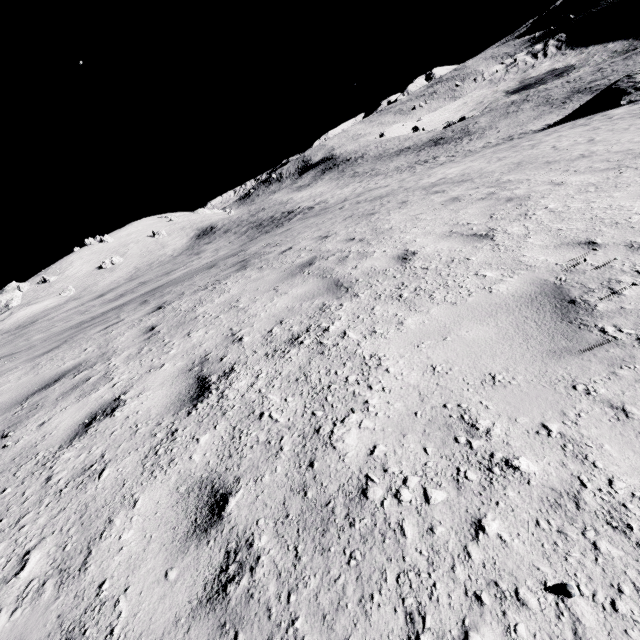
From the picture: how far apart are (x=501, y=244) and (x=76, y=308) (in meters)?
57.24
